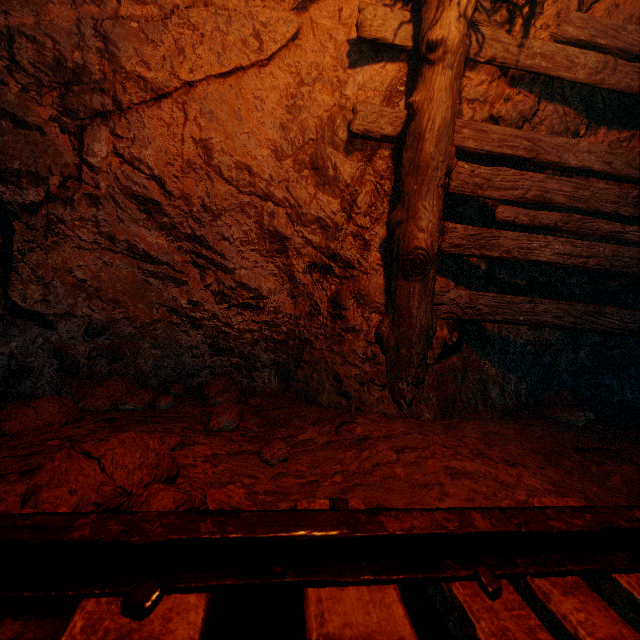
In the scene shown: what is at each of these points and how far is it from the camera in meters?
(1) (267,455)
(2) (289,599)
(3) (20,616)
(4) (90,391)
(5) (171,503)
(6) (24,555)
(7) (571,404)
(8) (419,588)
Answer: (1) instancedfoliageactor, 1.6
(2) burlap sack, 0.8
(3) burlap sack, 0.7
(4) instancedfoliageactor, 2.0
(5) instancedfoliageactor, 0.9
(6) tracks, 0.6
(7) instancedfoliageactor, 3.1
(8) burlap sack, 0.9

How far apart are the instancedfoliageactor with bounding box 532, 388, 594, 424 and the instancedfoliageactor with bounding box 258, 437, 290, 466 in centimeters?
249cm

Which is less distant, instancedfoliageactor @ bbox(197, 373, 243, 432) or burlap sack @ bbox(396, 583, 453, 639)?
burlap sack @ bbox(396, 583, 453, 639)

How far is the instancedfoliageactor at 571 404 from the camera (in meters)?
2.79

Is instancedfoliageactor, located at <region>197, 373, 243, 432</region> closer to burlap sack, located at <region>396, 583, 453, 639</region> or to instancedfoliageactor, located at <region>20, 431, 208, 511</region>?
burlap sack, located at <region>396, 583, 453, 639</region>

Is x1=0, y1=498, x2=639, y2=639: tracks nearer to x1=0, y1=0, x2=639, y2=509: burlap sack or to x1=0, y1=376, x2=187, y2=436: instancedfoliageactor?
x1=0, y1=0, x2=639, y2=509: burlap sack

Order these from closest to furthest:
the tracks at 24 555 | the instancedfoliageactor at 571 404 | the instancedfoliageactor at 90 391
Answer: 1. the tracks at 24 555
2. the instancedfoliageactor at 90 391
3. the instancedfoliageactor at 571 404

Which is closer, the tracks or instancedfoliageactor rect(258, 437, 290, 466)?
the tracks
